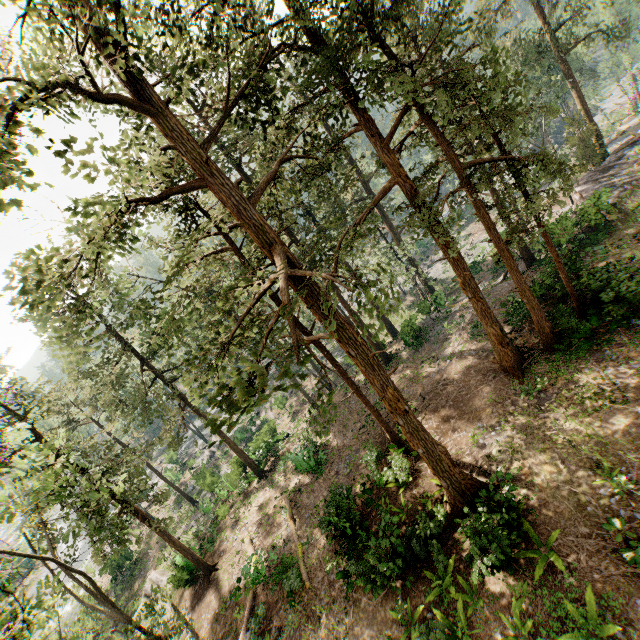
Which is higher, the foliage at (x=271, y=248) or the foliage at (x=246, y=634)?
the foliage at (x=271, y=248)

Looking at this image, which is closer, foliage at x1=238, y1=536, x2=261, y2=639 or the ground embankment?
foliage at x1=238, y1=536, x2=261, y2=639

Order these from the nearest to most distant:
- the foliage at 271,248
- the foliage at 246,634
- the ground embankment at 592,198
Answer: the foliage at 271,248
the foliage at 246,634
the ground embankment at 592,198

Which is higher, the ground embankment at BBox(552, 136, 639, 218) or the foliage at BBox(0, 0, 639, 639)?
the foliage at BBox(0, 0, 639, 639)

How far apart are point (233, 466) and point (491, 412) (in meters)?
30.66

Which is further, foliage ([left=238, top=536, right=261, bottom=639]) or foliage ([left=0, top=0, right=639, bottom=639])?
foliage ([left=238, top=536, right=261, bottom=639])

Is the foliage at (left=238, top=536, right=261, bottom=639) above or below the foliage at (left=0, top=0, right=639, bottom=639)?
below
